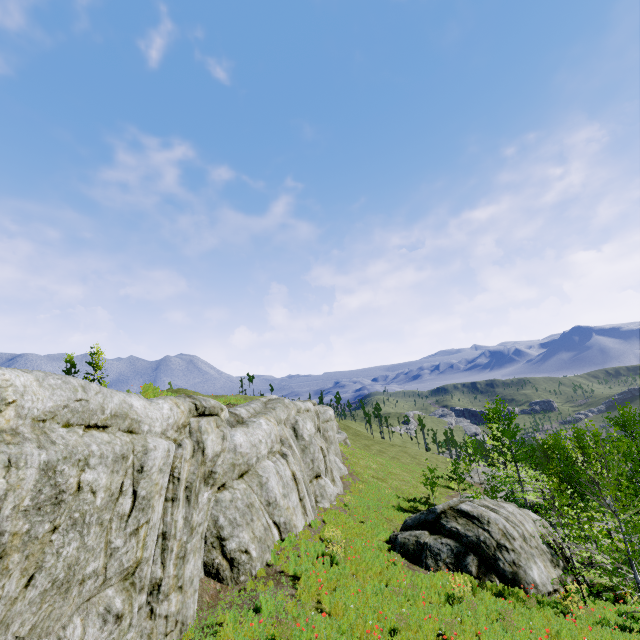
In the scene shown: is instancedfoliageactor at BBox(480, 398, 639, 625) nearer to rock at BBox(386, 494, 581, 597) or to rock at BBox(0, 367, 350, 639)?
rock at BBox(0, 367, 350, 639)

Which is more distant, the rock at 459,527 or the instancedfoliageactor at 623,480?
the rock at 459,527

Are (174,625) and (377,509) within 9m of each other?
no

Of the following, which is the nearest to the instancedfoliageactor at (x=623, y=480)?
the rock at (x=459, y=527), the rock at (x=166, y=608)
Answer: the rock at (x=166, y=608)

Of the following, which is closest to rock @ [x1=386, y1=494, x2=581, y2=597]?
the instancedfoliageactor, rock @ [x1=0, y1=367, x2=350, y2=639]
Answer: rock @ [x1=0, y1=367, x2=350, y2=639]

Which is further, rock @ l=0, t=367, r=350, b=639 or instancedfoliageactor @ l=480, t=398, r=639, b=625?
instancedfoliageactor @ l=480, t=398, r=639, b=625
